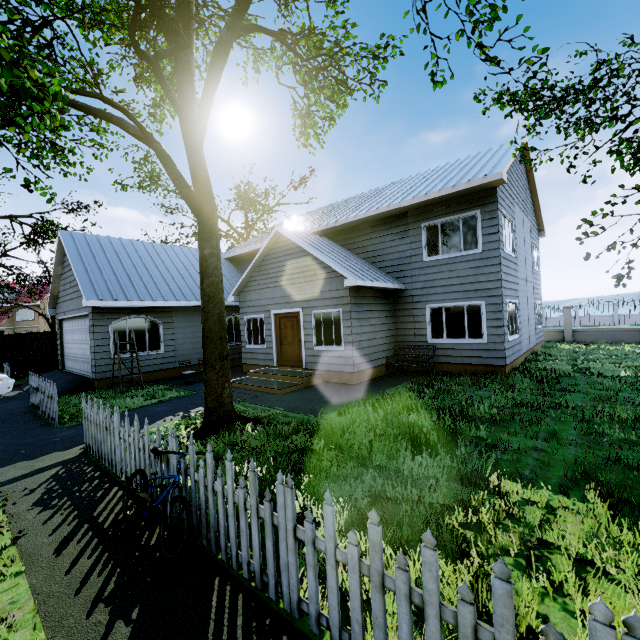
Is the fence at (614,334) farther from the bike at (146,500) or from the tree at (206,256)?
Result: the tree at (206,256)

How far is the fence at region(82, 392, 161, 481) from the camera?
4.4m

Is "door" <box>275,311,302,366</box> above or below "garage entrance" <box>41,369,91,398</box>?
above

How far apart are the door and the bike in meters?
7.9 m

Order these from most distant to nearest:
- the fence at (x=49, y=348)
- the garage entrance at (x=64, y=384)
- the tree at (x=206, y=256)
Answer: the garage entrance at (x=64, y=384)
the fence at (x=49, y=348)
the tree at (x=206, y=256)

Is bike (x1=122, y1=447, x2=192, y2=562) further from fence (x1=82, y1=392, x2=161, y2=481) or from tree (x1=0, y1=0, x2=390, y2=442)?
tree (x1=0, y1=0, x2=390, y2=442)

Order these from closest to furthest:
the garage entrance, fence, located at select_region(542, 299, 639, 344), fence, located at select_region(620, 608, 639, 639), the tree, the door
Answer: fence, located at select_region(620, 608, 639, 639), the tree, the garage entrance, the door, fence, located at select_region(542, 299, 639, 344)

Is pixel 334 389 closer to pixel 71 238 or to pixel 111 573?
pixel 111 573
